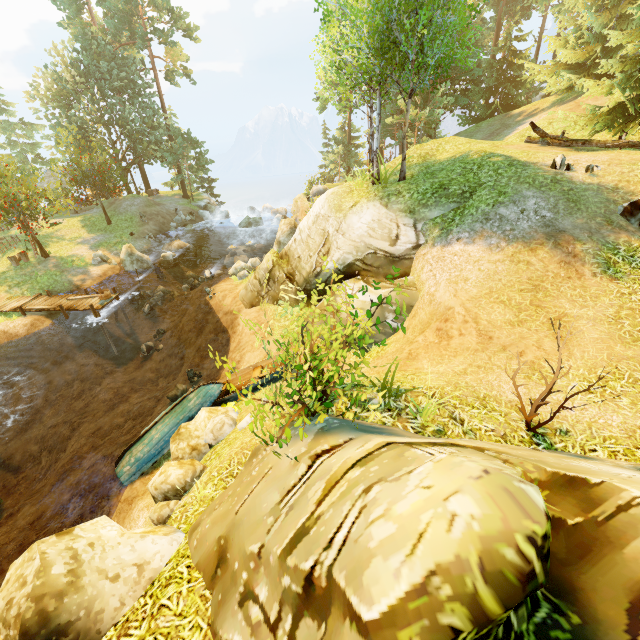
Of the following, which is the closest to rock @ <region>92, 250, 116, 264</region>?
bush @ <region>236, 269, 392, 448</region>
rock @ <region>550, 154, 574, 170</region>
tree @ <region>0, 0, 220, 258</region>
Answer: tree @ <region>0, 0, 220, 258</region>

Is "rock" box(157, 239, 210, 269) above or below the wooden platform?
below

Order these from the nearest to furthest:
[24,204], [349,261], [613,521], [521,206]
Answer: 1. [613,521]
2. [521,206]
3. [349,261]
4. [24,204]

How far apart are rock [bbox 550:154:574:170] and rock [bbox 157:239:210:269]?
24.9m

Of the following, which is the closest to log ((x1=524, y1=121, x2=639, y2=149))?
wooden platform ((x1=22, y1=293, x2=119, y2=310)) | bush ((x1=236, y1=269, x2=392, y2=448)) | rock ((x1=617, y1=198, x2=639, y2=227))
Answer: rock ((x1=617, y1=198, x2=639, y2=227))

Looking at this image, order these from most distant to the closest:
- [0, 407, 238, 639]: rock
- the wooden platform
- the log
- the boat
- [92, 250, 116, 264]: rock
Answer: [92, 250, 116, 264]: rock < the wooden platform < the log < the boat < [0, 407, 238, 639]: rock

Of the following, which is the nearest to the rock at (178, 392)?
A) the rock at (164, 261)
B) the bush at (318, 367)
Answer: the bush at (318, 367)

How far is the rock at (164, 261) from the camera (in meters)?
25.09
